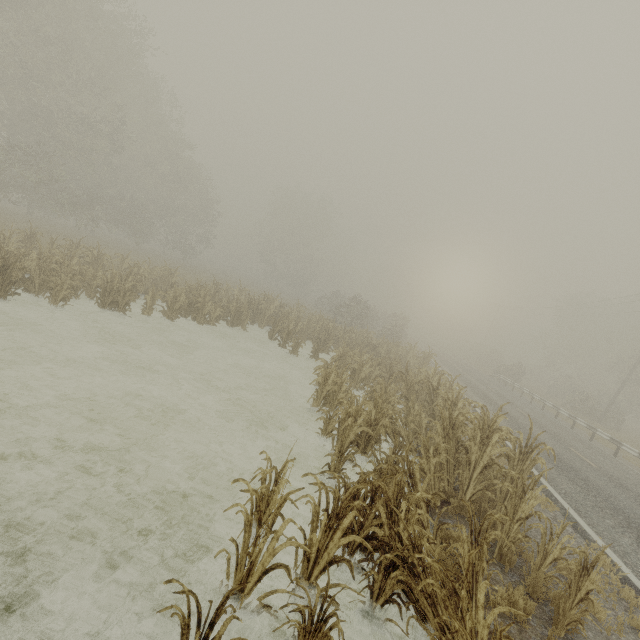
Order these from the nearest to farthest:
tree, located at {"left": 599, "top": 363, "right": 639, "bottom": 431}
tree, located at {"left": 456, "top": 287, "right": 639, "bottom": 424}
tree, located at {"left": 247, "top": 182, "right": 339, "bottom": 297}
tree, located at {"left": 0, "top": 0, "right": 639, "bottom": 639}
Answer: tree, located at {"left": 0, "top": 0, "right": 639, "bottom": 639}, tree, located at {"left": 599, "top": 363, "right": 639, "bottom": 431}, tree, located at {"left": 456, "top": 287, "right": 639, "bottom": 424}, tree, located at {"left": 247, "top": 182, "right": 339, "bottom": 297}

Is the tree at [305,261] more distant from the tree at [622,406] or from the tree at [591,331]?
the tree at [591,331]

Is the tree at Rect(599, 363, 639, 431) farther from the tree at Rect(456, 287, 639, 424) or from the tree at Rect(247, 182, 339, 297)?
the tree at Rect(247, 182, 339, 297)

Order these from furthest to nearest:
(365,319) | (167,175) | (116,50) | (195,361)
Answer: (365,319), (167,175), (116,50), (195,361)

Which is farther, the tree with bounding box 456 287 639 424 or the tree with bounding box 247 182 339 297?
the tree with bounding box 247 182 339 297

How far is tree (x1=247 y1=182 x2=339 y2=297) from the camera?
50.5m

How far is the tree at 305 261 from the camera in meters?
50.5

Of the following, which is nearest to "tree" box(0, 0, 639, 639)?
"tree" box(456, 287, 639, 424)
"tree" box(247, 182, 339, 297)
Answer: "tree" box(456, 287, 639, 424)
